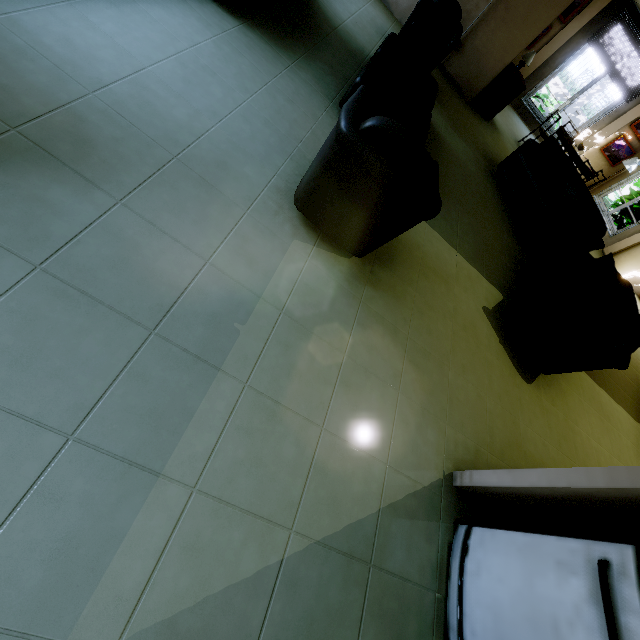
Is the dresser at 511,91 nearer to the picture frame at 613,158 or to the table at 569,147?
the table at 569,147

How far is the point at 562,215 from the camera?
5.0m

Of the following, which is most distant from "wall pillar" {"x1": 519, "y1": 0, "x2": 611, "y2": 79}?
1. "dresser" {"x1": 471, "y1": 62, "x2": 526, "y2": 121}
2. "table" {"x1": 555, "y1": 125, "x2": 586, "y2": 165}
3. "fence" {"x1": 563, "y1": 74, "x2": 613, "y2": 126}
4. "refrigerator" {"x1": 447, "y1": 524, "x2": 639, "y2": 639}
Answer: "refrigerator" {"x1": 447, "y1": 524, "x2": 639, "y2": 639}

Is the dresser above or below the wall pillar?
below

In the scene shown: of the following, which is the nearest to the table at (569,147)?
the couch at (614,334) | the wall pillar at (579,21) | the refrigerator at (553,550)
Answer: the wall pillar at (579,21)

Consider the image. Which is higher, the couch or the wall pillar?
the wall pillar

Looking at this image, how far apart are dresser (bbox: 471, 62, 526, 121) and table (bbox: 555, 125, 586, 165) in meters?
1.6

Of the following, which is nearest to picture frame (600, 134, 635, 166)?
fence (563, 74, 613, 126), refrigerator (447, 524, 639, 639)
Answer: fence (563, 74, 613, 126)
